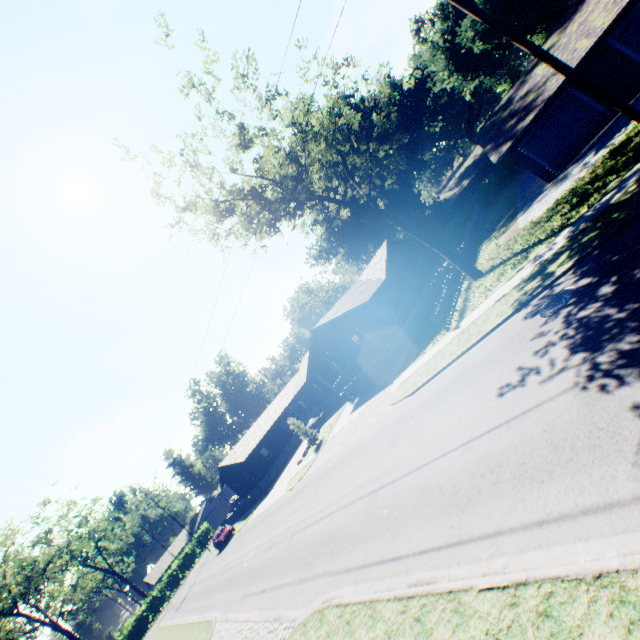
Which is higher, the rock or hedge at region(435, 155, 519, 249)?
hedge at region(435, 155, 519, 249)

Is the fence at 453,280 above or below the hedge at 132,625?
below

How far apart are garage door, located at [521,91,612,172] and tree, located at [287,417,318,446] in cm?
2686

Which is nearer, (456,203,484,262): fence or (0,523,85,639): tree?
(456,203,484,262): fence

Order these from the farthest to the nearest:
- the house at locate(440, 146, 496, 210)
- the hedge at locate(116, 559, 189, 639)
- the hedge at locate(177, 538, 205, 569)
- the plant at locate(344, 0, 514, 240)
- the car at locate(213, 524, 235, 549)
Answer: the hedge at locate(177, 538, 205, 569) < the hedge at locate(116, 559, 189, 639) < the house at locate(440, 146, 496, 210) < the plant at locate(344, 0, 514, 240) < the car at locate(213, 524, 235, 549)

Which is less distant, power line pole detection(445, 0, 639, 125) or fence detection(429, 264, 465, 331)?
power line pole detection(445, 0, 639, 125)

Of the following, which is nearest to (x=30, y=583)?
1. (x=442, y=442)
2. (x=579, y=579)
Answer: (x=442, y=442)

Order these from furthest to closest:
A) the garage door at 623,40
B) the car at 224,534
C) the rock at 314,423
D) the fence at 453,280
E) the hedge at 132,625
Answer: the hedge at 132,625
the car at 224,534
the rock at 314,423
the fence at 453,280
the garage door at 623,40
